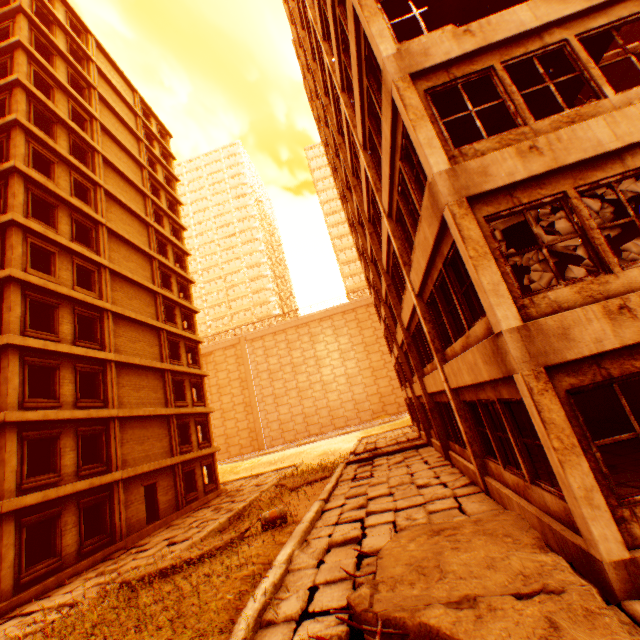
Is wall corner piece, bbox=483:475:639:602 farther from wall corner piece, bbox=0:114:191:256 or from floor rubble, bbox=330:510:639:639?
wall corner piece, bbox=0:114:191:256

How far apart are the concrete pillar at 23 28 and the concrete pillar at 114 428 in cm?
2224

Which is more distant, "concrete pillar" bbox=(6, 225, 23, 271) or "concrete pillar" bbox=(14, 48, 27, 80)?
"concrete pillar" bbox=(14, 48, 27, 80)

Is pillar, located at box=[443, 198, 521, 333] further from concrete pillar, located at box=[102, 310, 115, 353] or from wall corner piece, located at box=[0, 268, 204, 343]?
concrete pillar, located at box=[102, 310, 115, 353]

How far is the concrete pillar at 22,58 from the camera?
17.86m

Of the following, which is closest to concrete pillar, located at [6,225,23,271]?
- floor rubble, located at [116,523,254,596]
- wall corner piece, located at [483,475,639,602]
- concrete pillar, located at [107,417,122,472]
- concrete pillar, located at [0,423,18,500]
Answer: concrete pillar, located at [0,423,18,500]

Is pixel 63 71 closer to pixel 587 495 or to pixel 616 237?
pixel 616 237

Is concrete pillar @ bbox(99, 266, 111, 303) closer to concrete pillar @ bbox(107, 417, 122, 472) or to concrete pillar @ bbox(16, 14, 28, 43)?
concrete pillar @ bbox(107, 417, 122, 472)
